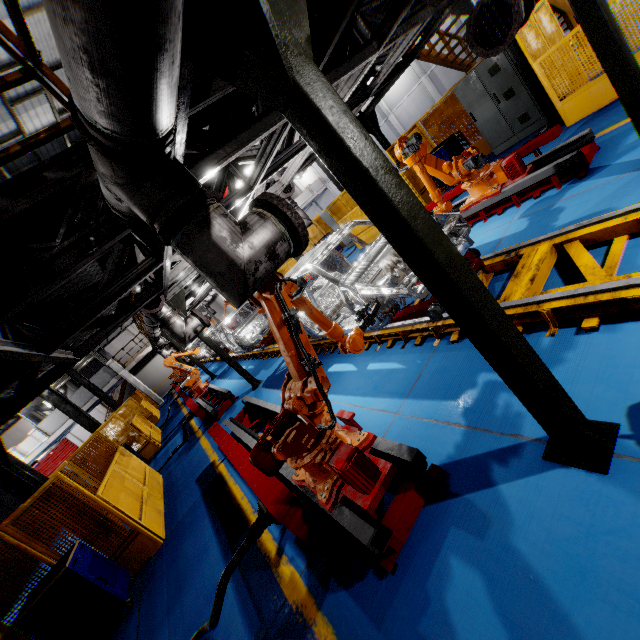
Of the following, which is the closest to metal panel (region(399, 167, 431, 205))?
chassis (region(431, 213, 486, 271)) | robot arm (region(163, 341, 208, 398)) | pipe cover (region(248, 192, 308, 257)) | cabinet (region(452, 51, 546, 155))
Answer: cabinet (region(452, 51, 546, 155))

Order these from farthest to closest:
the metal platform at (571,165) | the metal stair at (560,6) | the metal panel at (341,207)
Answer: the metal panel at (341,207) → the metal stair at (560,6) → the metal platform at (571,165)

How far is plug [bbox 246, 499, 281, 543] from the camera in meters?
3.2 m

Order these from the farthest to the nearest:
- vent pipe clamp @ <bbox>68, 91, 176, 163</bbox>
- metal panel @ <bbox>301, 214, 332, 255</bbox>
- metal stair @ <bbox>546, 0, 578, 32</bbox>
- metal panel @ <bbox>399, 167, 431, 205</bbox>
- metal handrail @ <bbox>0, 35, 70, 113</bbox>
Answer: metal panel @ <bbox>301, 214, 332, 255</bbox> → metal panel @ <bbox>399, 167, 431, 205</bbox> → metal stair @ <bbox>546, 0, 578, 32</bbox> → metal handrail @ <bbox>0, 35, 70, 113</bbox> → vent pipe clamp @ <bbox>68, 91, 176, 163</bbox>

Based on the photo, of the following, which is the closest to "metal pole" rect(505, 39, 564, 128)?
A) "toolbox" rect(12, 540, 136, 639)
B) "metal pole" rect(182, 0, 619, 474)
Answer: "metal pole" rect(182, 0, 619, 474)

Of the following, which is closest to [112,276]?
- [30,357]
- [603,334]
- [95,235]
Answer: [30,357]

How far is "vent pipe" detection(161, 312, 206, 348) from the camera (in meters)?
7.46

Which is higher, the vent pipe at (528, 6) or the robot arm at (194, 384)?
the vent pipe at (528, 6)
